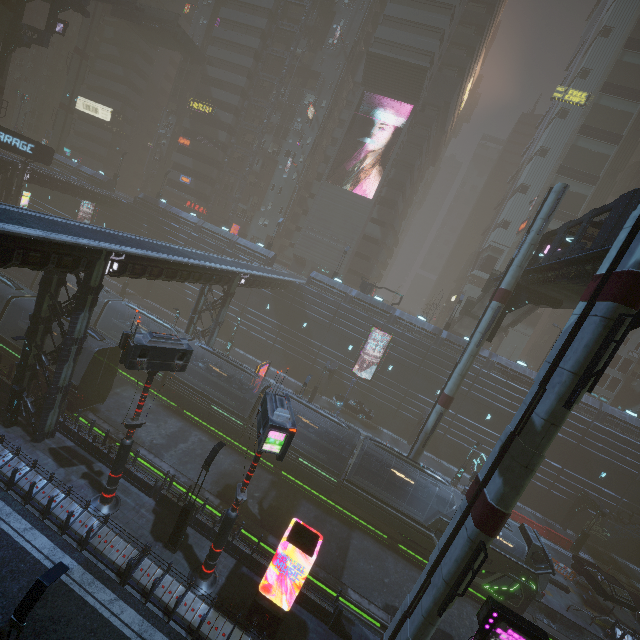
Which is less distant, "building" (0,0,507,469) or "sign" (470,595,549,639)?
"sign" (470,595,549,639)

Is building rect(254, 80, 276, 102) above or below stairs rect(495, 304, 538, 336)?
above

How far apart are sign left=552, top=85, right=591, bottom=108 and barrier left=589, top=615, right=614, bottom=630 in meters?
62.1 m

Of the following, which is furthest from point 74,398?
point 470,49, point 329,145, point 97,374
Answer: point 470,49

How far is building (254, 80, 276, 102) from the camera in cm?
5412

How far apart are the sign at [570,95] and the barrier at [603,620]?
62.14m

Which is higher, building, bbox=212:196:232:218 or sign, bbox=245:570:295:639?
building, bbox=212:196:232:218

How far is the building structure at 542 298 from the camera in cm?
2348
